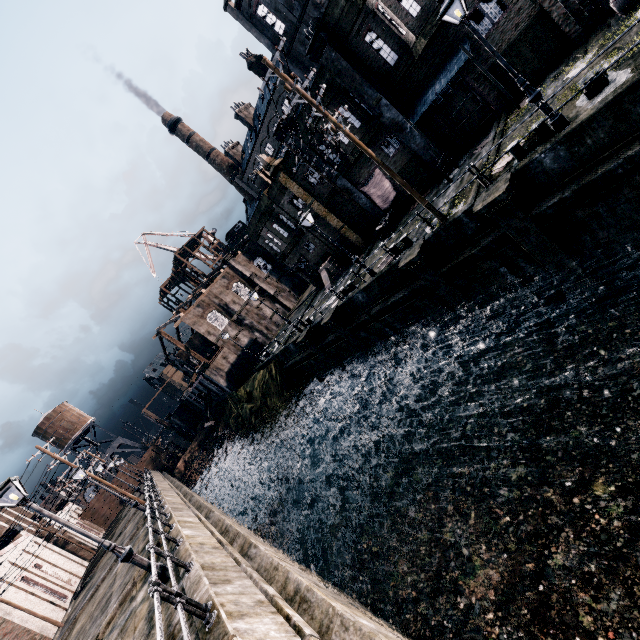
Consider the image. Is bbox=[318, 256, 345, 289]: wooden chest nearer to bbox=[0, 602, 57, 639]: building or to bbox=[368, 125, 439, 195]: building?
bbox=[368, 125, 439, 195]: building

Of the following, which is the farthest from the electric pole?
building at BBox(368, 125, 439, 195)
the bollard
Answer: building at BBox(368, 125, 439, 195)

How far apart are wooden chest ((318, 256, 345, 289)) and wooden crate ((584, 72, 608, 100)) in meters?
21.7

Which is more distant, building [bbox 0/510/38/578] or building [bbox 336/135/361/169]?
building [bbox 0/510/38/578]

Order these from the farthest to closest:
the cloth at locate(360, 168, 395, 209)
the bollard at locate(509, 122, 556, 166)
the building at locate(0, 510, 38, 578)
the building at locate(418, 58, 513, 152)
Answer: the building at locate(0, 510, 38, 578) < the cloth at locate(360, 168, 395, 209) < the building at locate(418, 58, 513, 152) < the bollard at locate(509, 122, 556, 166)

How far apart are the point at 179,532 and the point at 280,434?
20.4 meters

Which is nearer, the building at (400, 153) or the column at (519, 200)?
the column at (519, 200)

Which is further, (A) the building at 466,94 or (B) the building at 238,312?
(B) the building at 238,312
